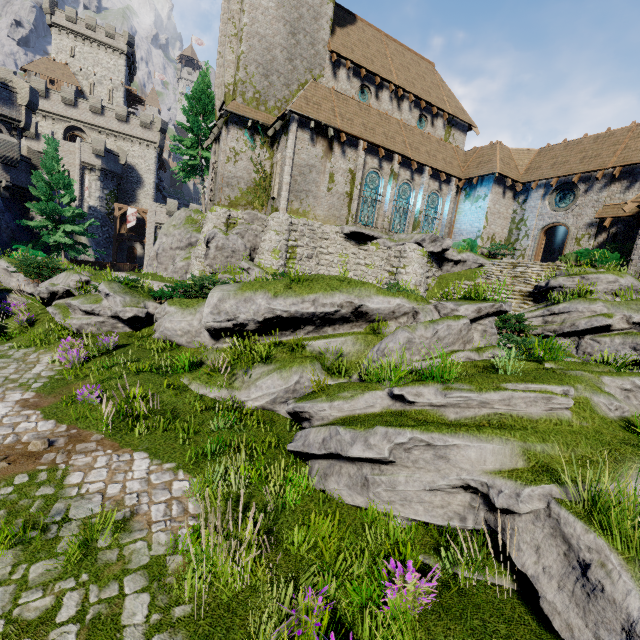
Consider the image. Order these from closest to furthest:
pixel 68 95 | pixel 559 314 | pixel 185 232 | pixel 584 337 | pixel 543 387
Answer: pixel 543 387 → pixel 584 337 → pixel 559 314 → pixel 185 232 → pixel 68 95

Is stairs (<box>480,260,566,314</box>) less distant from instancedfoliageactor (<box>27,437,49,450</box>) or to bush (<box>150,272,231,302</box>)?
bush (<box>150,272,231,302</box>)

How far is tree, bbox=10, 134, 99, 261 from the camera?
24.0 meters

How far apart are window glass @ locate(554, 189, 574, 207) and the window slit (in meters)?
3.04

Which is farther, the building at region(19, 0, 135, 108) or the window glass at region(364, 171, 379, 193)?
the building at region(19, 0, 135, 108)

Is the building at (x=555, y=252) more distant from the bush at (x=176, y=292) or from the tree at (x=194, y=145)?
the bush at (x=176, y=292)

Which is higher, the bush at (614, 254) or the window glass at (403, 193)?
the window glass at (403, 193)

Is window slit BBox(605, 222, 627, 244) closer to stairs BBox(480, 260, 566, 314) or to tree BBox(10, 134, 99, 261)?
stairs BBox(480, 260, 566, 314)
